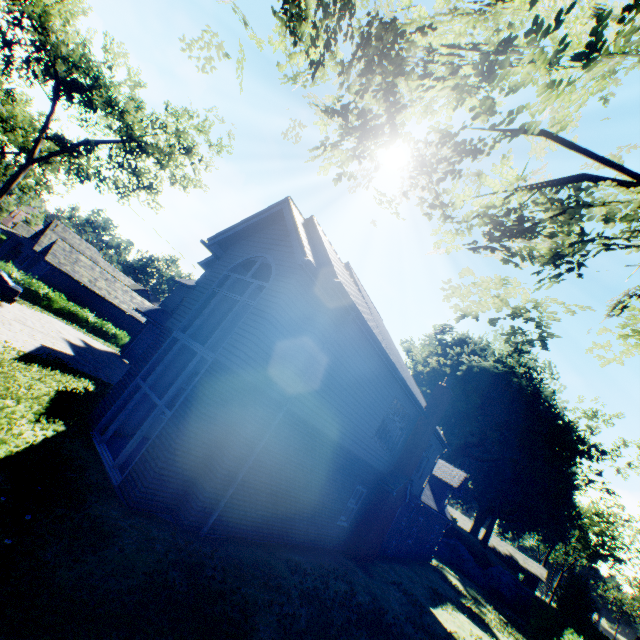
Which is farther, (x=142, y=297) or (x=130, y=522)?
(x=142, y=297)

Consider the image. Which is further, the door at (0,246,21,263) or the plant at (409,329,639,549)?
the door at (0,246,21,263)

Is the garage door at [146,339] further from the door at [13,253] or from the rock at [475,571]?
the door at [13,253]

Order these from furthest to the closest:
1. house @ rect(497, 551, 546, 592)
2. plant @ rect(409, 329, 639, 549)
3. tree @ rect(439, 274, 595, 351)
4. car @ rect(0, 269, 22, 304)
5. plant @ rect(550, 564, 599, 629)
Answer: house @ rect(497, 551, 546, 592) → plant @ rect(409, 329, 639, 549) → plant @ rect(550, 564, 599, 629) → car @ rect(0, 269, 22, 304) → tree @ rect(439, 274, 595, 351)

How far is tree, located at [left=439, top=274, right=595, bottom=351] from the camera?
2.8m

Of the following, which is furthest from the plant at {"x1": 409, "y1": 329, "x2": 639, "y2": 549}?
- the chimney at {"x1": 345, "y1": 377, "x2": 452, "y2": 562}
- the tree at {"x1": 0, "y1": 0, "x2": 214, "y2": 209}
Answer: the chimney at {"x1": 345, "y1": 377, "x2": 452, "y2": 562}

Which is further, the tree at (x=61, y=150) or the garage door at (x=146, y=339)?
the garage door at (x=146, y=339)

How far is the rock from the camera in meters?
30.1
